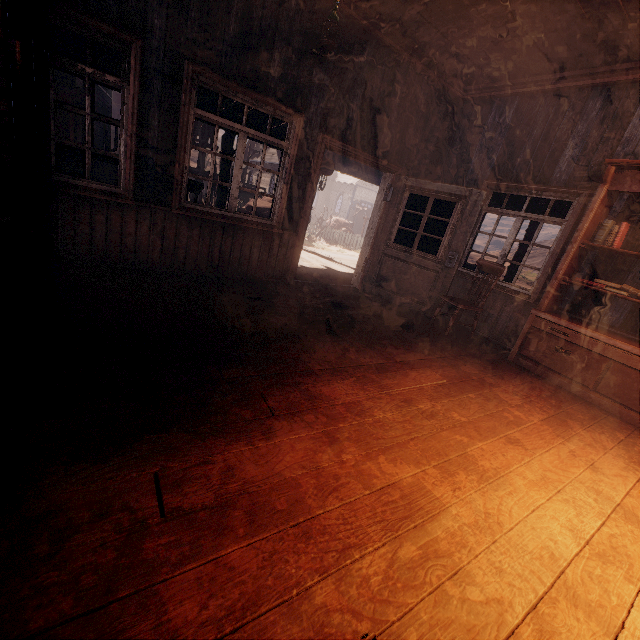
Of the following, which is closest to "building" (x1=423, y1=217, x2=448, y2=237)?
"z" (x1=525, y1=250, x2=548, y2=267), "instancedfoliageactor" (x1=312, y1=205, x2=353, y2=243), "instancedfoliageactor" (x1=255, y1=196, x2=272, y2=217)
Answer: "z" (x1=525, y1=250, x2=548, y2=267)

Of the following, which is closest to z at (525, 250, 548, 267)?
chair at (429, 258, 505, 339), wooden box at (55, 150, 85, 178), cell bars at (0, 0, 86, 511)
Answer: cell bars at (0, 0, 86, 511)

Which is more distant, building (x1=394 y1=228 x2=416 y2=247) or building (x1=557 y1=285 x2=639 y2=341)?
building (x1=394 y1=228 x2=416 y2=247)

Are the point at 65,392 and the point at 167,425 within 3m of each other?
yes

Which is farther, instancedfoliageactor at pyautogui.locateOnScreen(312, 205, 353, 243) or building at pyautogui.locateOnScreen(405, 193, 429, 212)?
instancedfoliageactor at pyautogui.locateOnScreen(312, 205, 353, 243)

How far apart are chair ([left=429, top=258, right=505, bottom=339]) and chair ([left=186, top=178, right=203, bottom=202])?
3.9m

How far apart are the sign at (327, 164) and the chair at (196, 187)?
2.85m

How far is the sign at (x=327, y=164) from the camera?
7.23m
